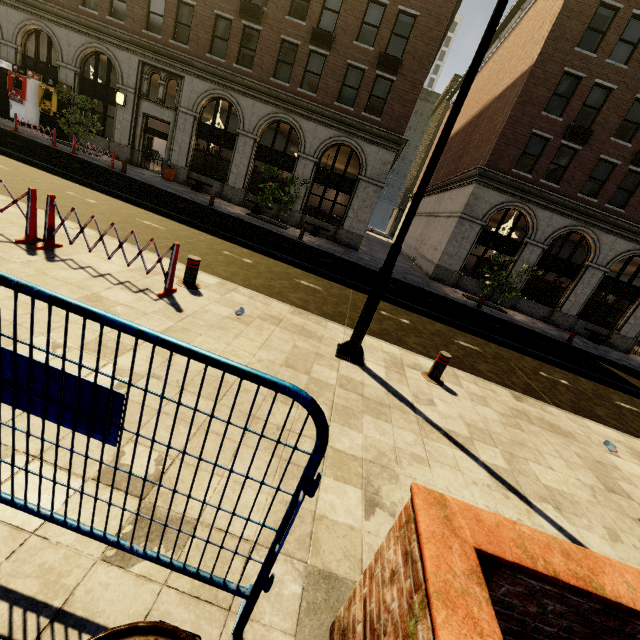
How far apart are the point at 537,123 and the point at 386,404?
20.9m

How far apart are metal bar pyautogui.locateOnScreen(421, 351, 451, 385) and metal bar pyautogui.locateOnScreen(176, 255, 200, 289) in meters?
4.5 m

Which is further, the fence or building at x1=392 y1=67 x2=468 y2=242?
building at x1=392 y1=67 x2=468 y2=242

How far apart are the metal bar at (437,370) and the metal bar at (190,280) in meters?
4.5 m

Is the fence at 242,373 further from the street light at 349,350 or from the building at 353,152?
the building at 353,152

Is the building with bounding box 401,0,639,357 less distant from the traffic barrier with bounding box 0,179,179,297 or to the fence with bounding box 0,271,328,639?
the traffic barrier with bounding box 0,179,179,297

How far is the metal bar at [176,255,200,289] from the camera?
5.91m

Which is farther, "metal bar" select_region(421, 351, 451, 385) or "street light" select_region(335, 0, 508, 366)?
"metal bar" select_region(421, 351, 451, 385)
